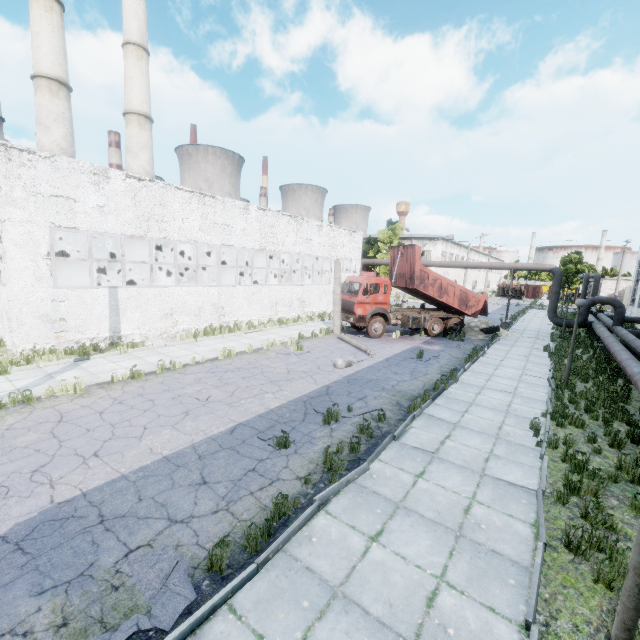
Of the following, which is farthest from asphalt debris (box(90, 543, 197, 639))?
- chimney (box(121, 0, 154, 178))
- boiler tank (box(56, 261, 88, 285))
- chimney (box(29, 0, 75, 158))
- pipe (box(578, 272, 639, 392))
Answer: chimney (box(121, 0, 154, 178))

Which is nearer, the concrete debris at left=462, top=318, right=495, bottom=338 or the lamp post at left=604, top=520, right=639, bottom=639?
the lamp post at left=604, top=520, right=639, bottom=639

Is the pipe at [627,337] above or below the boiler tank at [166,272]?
below

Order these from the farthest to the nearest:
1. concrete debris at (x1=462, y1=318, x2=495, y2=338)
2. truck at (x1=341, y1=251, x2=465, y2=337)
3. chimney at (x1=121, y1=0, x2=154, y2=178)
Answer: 1. chimney at (x1=121, y1=0, x2=154, y2=178)
2. concrete debris at (x1=462, y1=318, x2=495, y2=338)
3. truck at (x1=341, y1=251, x2=465, y2=337)

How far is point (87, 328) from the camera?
14.3 meters

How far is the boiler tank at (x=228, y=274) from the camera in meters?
27.3 m

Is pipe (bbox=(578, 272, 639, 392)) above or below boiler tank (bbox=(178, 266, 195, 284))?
below

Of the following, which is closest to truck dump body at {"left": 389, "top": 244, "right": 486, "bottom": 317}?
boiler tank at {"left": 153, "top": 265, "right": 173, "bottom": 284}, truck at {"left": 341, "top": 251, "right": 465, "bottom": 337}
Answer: truck at {"left": 341, "top": 251, "right": 465, "bottom": 337}
